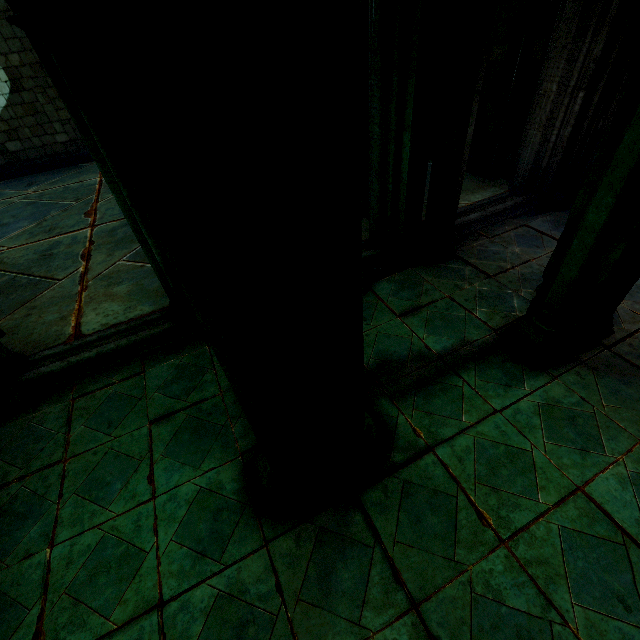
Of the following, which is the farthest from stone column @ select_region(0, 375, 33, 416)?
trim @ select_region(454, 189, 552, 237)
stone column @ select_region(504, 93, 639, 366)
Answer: trim @ select_region(454, 189, 552, 237)

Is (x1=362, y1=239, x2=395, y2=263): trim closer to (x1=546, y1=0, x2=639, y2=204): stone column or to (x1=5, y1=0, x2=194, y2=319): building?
(x1=5, y1=0, x2=194, y2=319): building

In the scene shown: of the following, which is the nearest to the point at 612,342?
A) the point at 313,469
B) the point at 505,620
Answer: the point at 505,620

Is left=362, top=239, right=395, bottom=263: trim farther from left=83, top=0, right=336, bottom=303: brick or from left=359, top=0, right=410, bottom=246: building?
left=83, top=0, right=336, bottom=303: brick

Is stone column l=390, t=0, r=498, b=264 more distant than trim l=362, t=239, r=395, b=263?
No

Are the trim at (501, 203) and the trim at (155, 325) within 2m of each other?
no

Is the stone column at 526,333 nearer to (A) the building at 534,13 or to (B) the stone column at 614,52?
(A) the building at 534,13

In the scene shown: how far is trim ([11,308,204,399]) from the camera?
3.9 meters
